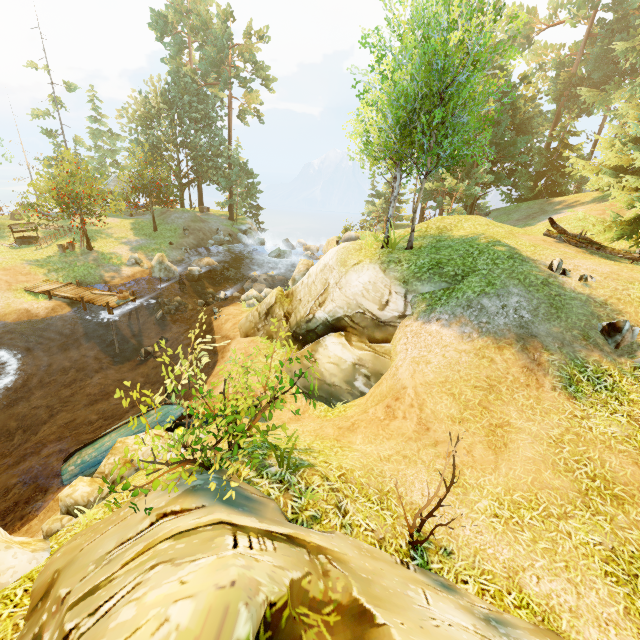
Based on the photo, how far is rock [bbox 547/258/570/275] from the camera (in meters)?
10.50

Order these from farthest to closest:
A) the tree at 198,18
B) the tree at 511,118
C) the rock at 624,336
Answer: the tree at 198,18, the tree at 511,118, the rock at 624,336

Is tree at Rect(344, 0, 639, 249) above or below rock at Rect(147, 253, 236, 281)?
above

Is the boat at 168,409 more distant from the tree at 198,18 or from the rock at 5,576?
the tree at 198,18

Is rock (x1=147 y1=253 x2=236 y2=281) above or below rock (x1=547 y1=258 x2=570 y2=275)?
below

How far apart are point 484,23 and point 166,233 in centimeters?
3203cm

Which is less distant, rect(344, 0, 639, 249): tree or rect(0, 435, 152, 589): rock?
rect(0, 435, 152, 589): rock

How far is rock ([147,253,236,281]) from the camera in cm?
2534
